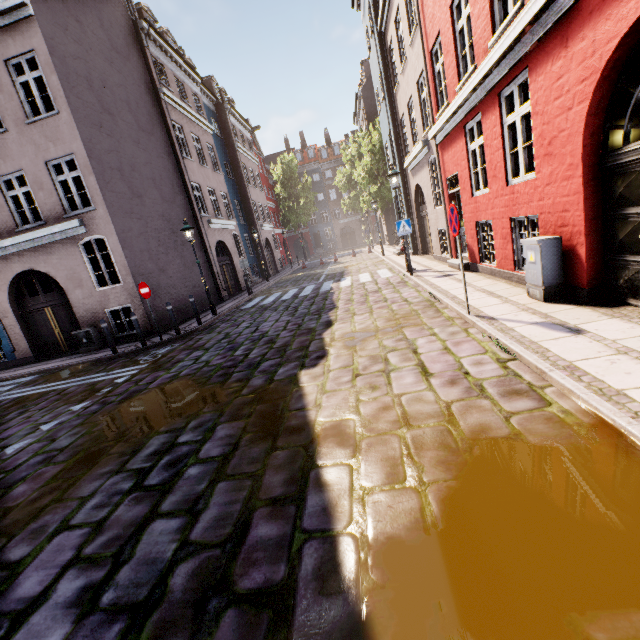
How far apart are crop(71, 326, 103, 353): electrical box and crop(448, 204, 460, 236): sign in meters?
12.3 m

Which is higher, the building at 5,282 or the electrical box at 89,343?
the building at 5,282

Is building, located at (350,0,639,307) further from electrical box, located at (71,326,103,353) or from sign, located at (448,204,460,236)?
electrical box, located at (71,326,103,353)

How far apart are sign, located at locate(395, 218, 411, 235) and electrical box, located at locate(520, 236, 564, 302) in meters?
5.4

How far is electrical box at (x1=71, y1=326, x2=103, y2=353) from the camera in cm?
1158

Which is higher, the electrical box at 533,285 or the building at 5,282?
the building at 5,282

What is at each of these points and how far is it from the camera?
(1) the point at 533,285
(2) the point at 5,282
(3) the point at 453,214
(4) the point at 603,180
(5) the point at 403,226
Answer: (1) electrical box, 5.72m
(2) building, 11.96m
(3) sign, 5.34m
(4) building, 4.56m
(5) sign, 10.83m

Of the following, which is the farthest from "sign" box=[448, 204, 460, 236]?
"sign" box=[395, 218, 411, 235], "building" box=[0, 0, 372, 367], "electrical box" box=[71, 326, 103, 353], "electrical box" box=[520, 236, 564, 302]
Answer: "electrical box" box=[71, 326, 103, 353]
